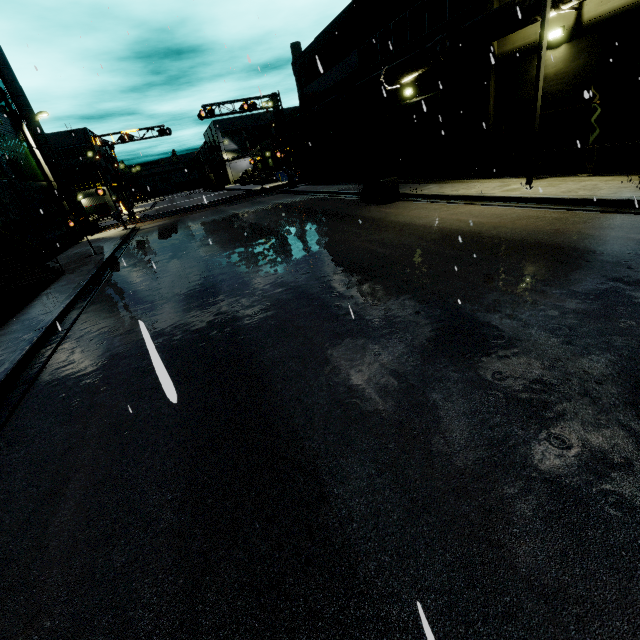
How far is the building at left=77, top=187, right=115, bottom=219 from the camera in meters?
55.1 m

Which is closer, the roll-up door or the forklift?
the forklift

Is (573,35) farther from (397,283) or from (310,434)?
(310,434)

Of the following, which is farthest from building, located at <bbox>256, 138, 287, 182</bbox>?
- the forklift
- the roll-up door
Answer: the forklift

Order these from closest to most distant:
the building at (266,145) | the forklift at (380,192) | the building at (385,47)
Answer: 1. the building at (385,47)
2. the forklift at (380,192)
3. the building at (266,145)

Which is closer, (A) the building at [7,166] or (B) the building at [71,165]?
(A) the building at [7,166]

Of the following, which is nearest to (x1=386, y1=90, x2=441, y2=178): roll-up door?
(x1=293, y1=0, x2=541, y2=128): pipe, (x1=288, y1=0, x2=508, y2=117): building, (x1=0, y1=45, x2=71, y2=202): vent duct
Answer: (x1=288, y1=0, x2=508, y2=117): building
